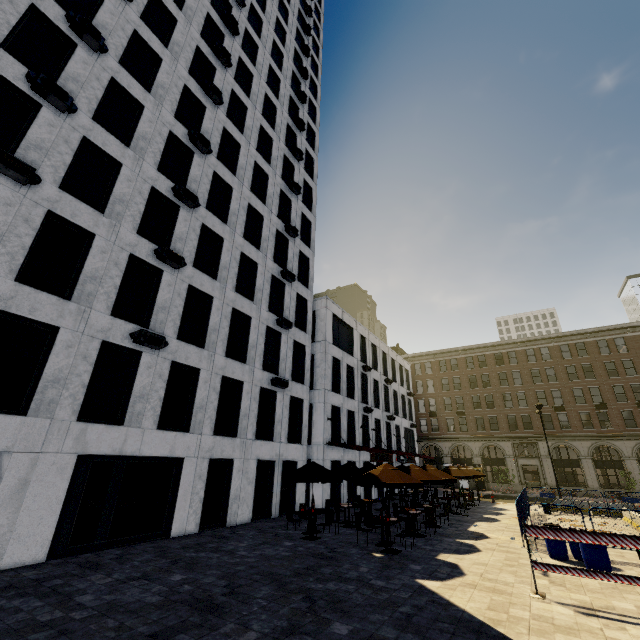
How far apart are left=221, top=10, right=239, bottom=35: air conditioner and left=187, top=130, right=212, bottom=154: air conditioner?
11.7m

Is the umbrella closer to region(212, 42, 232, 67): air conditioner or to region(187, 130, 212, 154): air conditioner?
region(187, 130, 212, 154): air conditioner

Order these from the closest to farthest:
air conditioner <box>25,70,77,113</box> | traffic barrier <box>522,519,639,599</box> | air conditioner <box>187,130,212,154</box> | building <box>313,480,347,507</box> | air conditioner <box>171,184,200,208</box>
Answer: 1. traffic barrier <box>522,519,639,599</box>
2. air conditioner <box>25,70,77,113</box>
3. air conditioner <box>171,184,200,208</box>
4. air conditioner <box>187,130,212,154</box>
5. building <box>313,480,347,507</box>

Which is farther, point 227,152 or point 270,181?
point 270,181

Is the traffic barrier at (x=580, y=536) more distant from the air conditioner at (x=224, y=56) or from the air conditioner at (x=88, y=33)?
the air conditioner at (x=224, y=56)

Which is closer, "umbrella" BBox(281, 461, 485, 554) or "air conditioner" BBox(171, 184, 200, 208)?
"umbrella" BBox(281, 461, 485, 554)

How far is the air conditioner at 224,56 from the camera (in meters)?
20.73

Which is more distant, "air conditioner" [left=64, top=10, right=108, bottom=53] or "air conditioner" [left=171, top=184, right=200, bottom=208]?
"air conditioner" [left=171, top=184, right=200, bottom=208]
